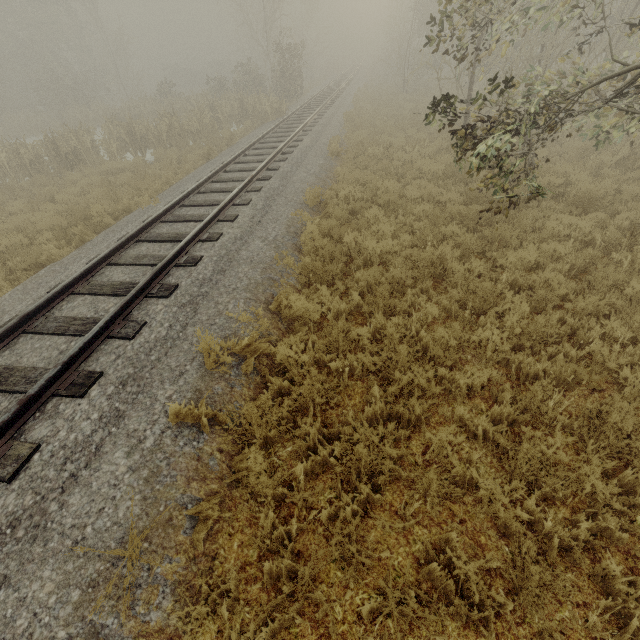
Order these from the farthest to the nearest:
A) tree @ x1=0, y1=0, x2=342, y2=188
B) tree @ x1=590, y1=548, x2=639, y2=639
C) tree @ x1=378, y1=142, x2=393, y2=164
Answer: tree @ x1=0, y1=0, x2=342, y2=188
tree @ x1=378, y1=142, x2=393, y2=164
tree @ x1=590, y1=548, x2=639, y2=639

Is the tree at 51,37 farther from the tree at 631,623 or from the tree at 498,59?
Result: the tree at 631,623

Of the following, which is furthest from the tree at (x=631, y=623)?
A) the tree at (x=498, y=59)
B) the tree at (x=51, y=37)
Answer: the tree at (x=51, y=37)

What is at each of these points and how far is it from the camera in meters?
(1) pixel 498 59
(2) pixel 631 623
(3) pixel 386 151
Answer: (1) tree, 8.8 m
(2) tree, 2.4 m
(3) tree, 12.0 m

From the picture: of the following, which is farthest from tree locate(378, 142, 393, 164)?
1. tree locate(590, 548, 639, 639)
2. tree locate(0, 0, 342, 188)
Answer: tree locate(0, 0, 342, 188)

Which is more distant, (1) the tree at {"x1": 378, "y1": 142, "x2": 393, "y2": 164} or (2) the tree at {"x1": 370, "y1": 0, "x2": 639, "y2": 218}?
(1) the tree at {"x1": 378, "y1": 142, "x2": 393, "y2": 164}

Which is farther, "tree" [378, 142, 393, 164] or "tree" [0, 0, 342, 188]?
"tree" [0, 0, 342, 188]
